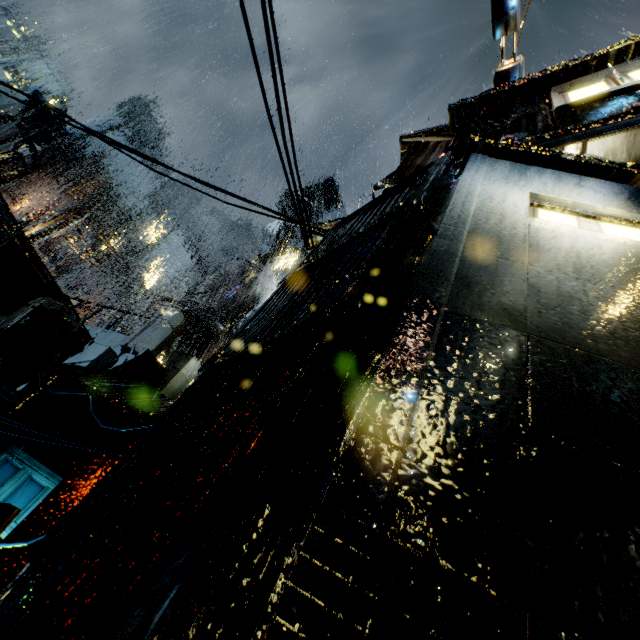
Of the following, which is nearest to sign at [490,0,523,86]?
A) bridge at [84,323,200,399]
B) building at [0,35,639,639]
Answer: building at [0,35,639,639]

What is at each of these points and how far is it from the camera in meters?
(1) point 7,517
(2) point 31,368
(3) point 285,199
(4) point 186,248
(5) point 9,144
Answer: (1) sign, 5.1
(2) bridge, 10.5
(3) building, 35.3
(4) building, 46.0
(5) building, 51.4

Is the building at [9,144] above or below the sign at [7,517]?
above

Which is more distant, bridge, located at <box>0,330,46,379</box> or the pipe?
the pipe

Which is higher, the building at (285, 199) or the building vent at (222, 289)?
the building at (285, 199)

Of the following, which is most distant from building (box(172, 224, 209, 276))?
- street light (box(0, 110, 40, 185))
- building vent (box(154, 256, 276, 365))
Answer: street light (box(0, 110, 40, 185))

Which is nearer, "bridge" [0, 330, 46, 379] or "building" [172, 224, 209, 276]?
"bridge" [0, 330, 46, 379]

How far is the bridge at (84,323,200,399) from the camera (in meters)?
9.12
